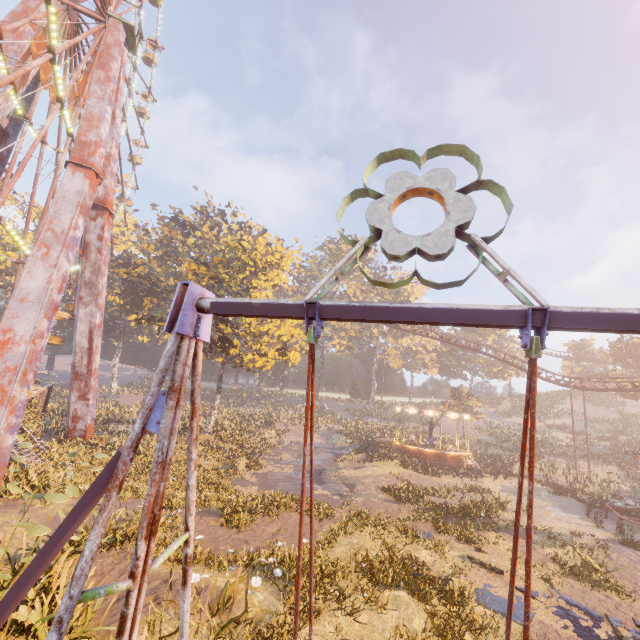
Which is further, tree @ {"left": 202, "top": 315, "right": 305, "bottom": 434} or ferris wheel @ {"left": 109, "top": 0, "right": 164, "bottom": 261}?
ferris wheel @ {"left": 109, "top": 0, "right": 164, "bottom": 261}

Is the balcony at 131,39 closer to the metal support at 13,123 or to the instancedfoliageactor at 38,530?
the metal support at 13,123

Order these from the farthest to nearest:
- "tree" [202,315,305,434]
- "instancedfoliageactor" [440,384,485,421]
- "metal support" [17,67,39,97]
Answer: "instancedfoliageactor" [440,384,485,421] < "tree" [202,315,305,434] < "metal support" [17,67,39,97]

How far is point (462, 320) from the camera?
2.0 meters

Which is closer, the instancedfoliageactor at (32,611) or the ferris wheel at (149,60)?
the instancedfoliageactor at (32,611)

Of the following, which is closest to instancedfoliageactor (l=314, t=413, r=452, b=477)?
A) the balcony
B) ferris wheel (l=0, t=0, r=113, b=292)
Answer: ferris wheel (l=0, t=0, r=113, b=292)

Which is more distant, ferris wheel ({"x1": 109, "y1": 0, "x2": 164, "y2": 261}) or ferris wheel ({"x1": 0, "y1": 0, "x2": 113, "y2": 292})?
ferris wheel ({"x1": 109, "y1": 0, "x2": 164, "y2": 261})

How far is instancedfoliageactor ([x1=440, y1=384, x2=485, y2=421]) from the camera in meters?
45.8 m
